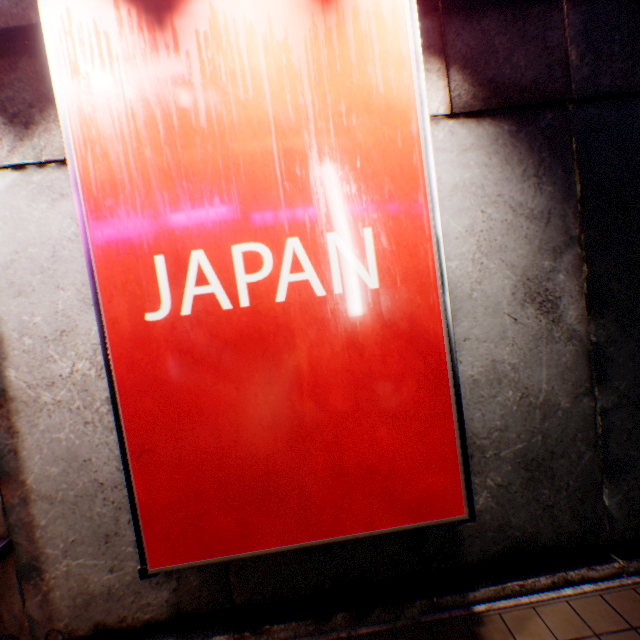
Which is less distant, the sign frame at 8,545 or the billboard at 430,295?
the billboard at 430,295

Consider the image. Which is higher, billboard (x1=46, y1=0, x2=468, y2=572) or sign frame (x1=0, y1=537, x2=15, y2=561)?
billboard (x1=46, y1=0, x2=468, y2=572)

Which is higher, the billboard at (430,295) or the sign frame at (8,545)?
the billboard at (430,295)

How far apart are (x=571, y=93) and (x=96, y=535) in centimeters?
638cm

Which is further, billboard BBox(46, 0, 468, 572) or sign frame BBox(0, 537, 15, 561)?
sign frame BBox(0, 537, 15, 561)
